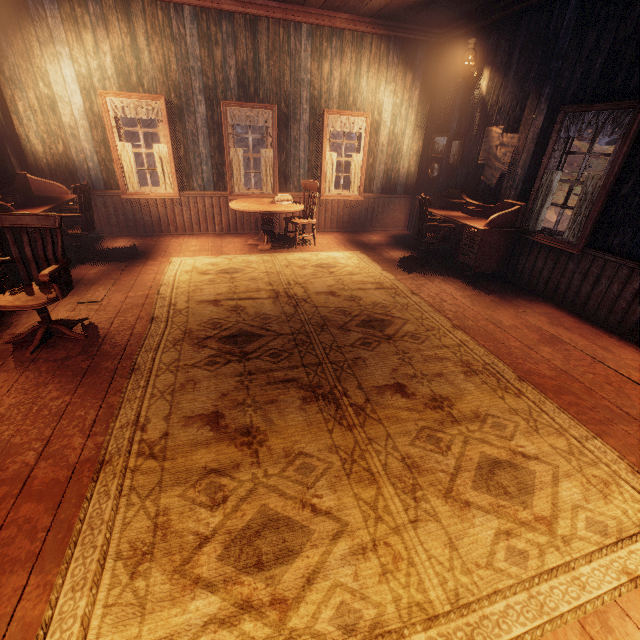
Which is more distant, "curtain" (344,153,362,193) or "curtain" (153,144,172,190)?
"curtain" (344,153,362,193)

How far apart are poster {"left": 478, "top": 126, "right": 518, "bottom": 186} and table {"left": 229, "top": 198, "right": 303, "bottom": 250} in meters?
3.8

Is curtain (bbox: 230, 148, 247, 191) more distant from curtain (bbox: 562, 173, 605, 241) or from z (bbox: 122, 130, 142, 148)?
z (bbox: 122, 130, 142, 148)

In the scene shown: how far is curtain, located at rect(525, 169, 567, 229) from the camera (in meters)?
4.52

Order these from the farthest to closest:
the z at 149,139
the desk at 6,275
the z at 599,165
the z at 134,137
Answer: the z at 134,137
the z at 149,139
the z at 599,165
the desk at 6,275

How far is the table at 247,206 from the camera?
5.6 meters

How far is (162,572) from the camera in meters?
1.5

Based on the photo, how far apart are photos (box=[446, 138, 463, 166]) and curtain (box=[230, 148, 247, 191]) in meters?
4.2 m
